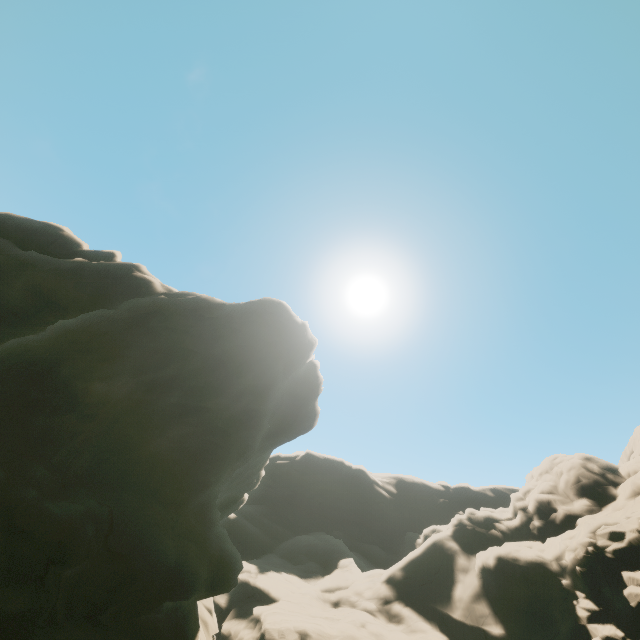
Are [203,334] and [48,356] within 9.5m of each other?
Result: yes
